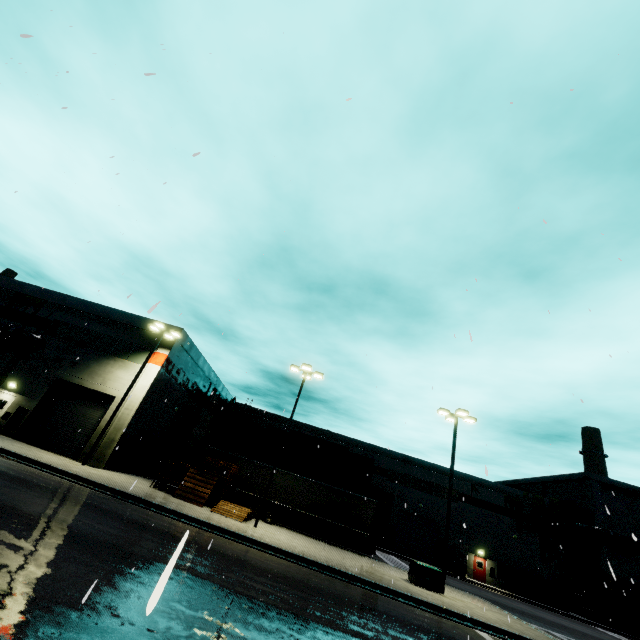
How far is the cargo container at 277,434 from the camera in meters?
32.1

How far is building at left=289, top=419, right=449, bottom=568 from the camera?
38.9 meters

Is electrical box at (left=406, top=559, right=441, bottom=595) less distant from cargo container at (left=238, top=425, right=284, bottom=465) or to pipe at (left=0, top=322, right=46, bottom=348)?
cargo container at (left=238, top=425, right=284, bottom=465)

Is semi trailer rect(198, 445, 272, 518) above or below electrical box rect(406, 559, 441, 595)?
above

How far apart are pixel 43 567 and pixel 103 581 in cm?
105

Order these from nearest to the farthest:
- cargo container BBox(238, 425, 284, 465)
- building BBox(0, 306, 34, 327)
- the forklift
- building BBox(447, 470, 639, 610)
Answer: building BBox(0, 306, 34, 327) < cargo container BBox(238, 425, 284, 465) < the forklift < building BBox(447, 470, 639, 610)

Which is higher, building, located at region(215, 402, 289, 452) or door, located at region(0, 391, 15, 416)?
building, located at region(215, 402, 289, 452)

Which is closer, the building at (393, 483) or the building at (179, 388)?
the building at (179, 388)
